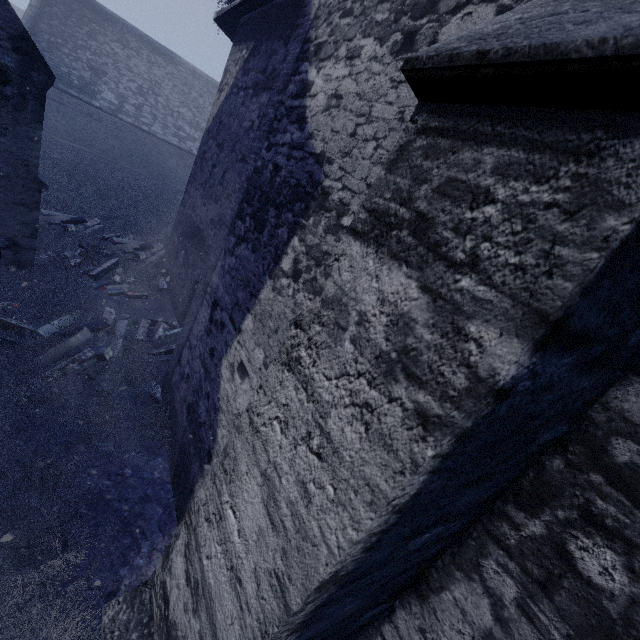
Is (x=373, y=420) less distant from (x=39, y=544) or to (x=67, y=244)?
(x=39, y=544)

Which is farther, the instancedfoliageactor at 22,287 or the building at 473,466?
the instancedfoliageactor at 22,287

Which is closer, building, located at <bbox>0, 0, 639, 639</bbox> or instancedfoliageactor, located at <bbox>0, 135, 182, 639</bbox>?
building, located at <bbox>0, 0, 639, 639</bbox>

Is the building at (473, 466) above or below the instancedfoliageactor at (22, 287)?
above

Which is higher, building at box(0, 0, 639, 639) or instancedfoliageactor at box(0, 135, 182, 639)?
building at box(0, 0, 639, 639)
